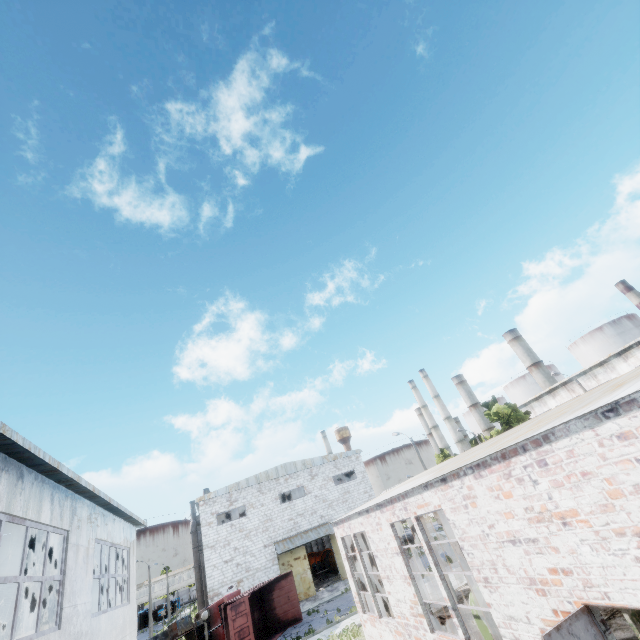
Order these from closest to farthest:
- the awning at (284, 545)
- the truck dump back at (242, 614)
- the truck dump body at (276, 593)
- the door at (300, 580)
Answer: the truck dump back at (242, 614) → the truck dump body at (276, 593) → the door at (300, 580) → the awning at (284, 545)

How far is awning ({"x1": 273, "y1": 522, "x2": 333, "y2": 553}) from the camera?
30.8m

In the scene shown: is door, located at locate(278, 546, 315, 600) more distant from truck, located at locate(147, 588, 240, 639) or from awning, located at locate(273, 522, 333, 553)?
truck, located at locate(147, 588, 240, 639)

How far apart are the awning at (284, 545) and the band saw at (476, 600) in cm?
2524

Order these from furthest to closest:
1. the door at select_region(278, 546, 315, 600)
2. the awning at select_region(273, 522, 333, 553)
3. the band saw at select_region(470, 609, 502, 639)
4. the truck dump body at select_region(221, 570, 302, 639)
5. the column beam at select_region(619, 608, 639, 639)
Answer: the awning at select_region(273, 522, 333, 553), the door at select_region(278, 546, 315, 600), the truck dump body at select_region(221, 570, 302, 639), the band saw at select_region(470, 609, 502, 639), the column beam at select_region(619, 608, 639, 639)

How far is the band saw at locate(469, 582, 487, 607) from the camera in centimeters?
924cm

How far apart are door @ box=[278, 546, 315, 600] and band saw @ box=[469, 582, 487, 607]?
25.2 meters

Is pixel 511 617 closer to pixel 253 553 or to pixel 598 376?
pixel 253 553
